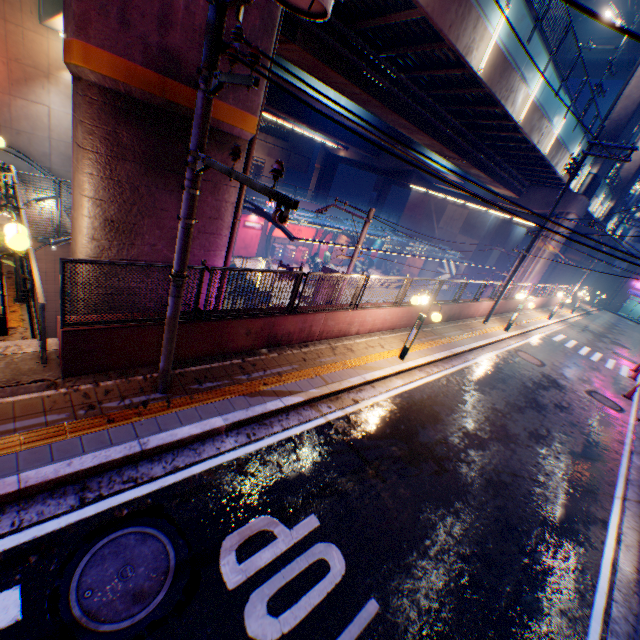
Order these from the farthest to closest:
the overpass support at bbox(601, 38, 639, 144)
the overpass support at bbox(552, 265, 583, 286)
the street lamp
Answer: the overpass support at bbox(552, 265, 583, 286), the overpass support at bbox(601, 38, 639, 144), the street lamp

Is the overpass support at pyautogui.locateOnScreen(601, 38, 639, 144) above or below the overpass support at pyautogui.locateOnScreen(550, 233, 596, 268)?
above

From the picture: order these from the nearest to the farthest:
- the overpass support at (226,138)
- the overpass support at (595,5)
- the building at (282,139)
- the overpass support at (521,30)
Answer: the overpass support at (226,138)
the overpass support at (521,30)
the overpass support at (595,5)
the building at (282,139)

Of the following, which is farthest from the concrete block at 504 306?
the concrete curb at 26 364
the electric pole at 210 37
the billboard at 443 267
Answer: the billboard at 443 267

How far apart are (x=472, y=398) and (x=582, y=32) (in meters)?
44.43

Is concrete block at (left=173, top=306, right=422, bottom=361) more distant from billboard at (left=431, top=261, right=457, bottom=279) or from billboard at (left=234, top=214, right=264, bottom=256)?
billboard at (left=234, top=214, right=264, bottom=256)

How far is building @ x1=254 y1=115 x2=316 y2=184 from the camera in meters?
49.8

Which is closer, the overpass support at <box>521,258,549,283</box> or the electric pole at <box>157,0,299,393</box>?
the electric pole at <box>157,0,299,393</box>
